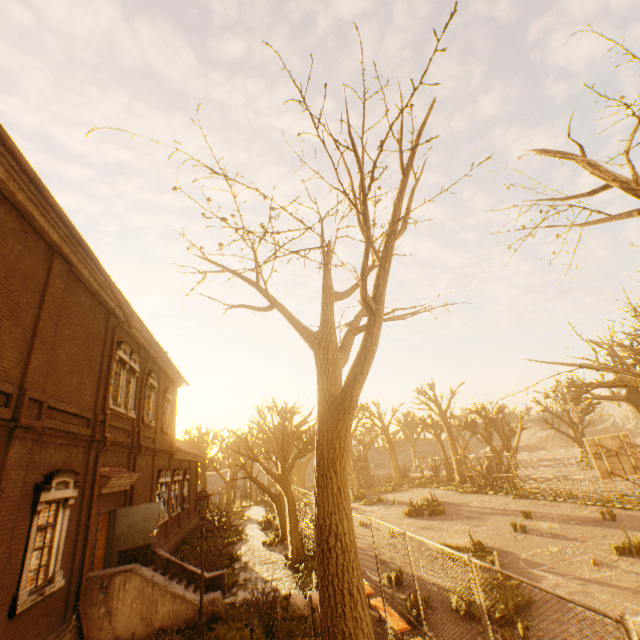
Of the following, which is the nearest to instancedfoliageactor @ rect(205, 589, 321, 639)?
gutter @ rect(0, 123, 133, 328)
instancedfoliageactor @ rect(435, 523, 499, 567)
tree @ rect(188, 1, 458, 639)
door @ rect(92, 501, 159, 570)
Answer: tree @ rect(188, 1, 458, 639)

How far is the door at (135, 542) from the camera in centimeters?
1202cm

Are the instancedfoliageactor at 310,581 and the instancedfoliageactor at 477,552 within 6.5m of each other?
yes

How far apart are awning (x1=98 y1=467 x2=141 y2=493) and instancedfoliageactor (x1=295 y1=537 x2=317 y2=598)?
7.4 meters

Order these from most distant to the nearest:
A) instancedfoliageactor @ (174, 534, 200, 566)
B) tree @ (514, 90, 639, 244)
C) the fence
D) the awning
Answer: instancedfoliageactor @ (174, 534, 200, 566) → the awning → tree @ (514, 90, 639, 244) → the fence

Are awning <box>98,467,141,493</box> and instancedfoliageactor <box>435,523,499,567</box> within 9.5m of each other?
no

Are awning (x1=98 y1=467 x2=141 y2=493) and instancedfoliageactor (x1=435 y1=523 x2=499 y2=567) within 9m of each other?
no

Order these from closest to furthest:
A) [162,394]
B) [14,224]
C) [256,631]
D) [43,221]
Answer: [14,224] < [43,221] < [256,631] < [162,394]
